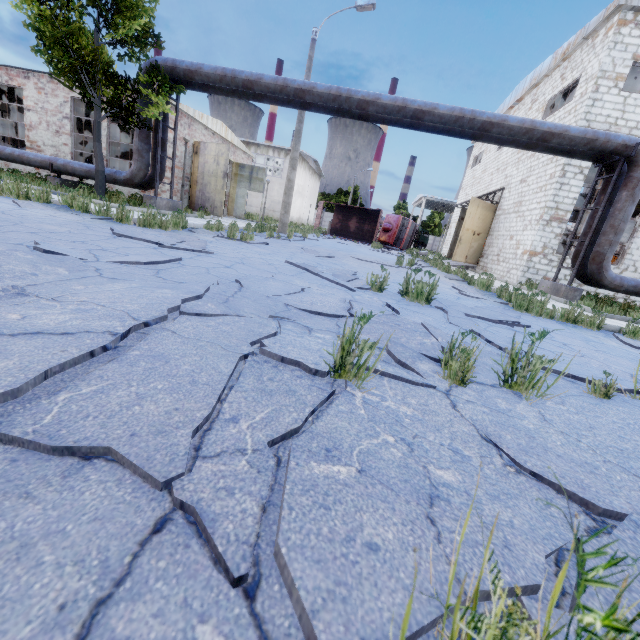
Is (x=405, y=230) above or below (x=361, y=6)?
below

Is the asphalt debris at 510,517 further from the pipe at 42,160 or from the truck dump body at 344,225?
the truck dump body at 344,225

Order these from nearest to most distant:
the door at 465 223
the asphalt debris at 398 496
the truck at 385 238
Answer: the asphalt debris at 398 496 → the door at 465 223 → the truck at 385 238

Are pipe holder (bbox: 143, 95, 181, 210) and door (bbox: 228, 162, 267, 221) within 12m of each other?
A: yes

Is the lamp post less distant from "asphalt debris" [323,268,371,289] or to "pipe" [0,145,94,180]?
"pipe" [0,145,94,180]

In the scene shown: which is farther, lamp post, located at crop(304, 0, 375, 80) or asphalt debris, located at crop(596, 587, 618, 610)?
lamp post, located at crop(304, 0, 375, 80)

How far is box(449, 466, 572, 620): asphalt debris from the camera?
0.8 meters

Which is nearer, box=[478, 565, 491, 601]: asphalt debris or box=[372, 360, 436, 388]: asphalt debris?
box=[478, 565, 491, 601]: asphalt debris
